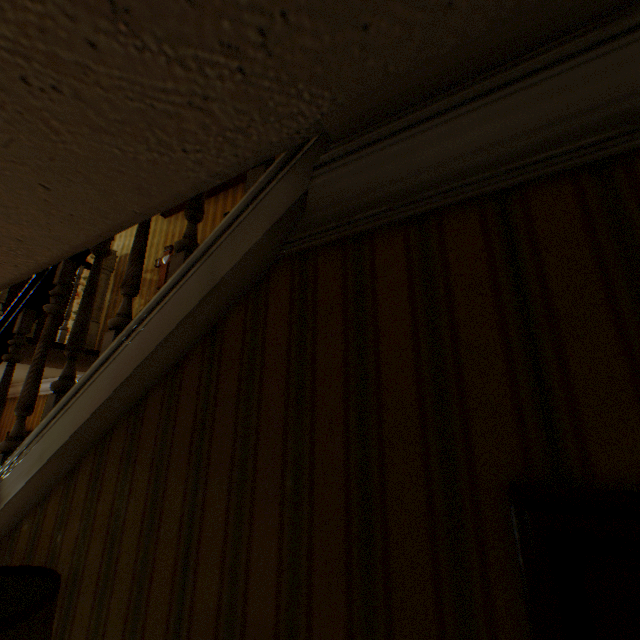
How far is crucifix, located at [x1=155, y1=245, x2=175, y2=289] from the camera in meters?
4.2

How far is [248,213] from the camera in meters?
1.0

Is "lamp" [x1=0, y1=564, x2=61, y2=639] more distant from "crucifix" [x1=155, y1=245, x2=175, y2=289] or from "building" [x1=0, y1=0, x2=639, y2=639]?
"crucifix" [x1=155, y1=245, x2=175, y2=289]

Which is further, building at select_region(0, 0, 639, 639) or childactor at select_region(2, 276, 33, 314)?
childactor at select_region(2, 276, 33, 314)

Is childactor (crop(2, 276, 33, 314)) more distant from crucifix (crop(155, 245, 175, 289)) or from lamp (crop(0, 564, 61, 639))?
lamp (crop(0, 564, 61, 639))

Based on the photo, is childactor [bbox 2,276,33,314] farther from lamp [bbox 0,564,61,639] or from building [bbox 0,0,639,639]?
lamp [bbox 0,564,61,639]

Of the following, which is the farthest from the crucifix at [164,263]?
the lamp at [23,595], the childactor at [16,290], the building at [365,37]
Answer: the lamp at [23,595]

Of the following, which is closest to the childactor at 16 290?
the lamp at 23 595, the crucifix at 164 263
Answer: the crucifix at 164 263
